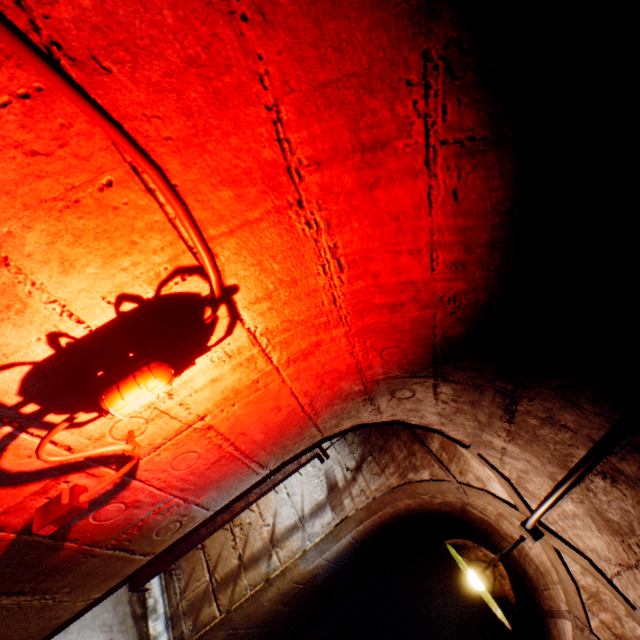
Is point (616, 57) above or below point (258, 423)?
above

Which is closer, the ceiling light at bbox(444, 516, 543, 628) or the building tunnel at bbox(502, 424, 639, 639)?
the building tunnel at bbox(502, 424, 639, 639)

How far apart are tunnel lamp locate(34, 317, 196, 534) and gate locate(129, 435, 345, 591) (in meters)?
1.13

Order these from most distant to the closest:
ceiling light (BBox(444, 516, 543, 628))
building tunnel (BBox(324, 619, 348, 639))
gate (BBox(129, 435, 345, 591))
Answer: building tunnel (BBox(324, 619, 348, 639)), gate (BBox(129, 435, 345, 591)), ceiling light (BBox(444, 516, 543, 628))

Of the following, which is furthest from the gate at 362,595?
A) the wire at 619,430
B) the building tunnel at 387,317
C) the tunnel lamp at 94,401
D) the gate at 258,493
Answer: the tunnel lamp at 94,401

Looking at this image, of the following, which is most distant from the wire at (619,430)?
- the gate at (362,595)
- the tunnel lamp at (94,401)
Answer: the gate at (362,595)

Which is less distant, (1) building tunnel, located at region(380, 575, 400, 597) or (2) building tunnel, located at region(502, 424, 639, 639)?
(2) building tunnel, located at region(502, 424, 639, 639)

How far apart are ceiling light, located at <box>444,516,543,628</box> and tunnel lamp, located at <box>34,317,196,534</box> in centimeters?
189cm
